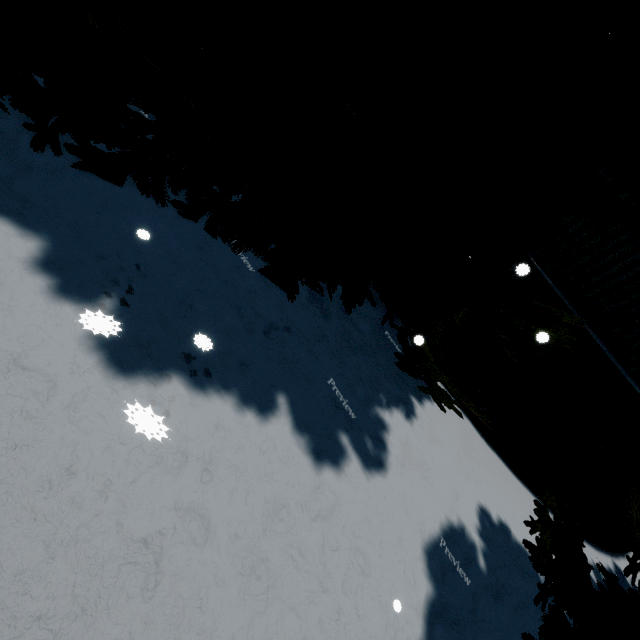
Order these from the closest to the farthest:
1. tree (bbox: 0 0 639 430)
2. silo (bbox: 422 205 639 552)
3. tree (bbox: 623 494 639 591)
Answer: tree (bbox: 0 0 639 430), tree (bbox: 623 494 639 591), silo (bbox: 422 205 639 552)

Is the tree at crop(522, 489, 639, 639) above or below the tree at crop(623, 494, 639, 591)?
below

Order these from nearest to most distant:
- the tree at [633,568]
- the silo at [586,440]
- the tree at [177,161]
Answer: the tree at [177,161] → the tree at [633,568] → the silo at [586,440]

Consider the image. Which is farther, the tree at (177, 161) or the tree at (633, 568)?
the tree at (633, 568)

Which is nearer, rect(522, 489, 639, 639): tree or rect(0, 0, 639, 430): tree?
rect(0, 0, 639, 430): tree

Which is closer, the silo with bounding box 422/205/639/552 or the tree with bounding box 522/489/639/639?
the tree with bounding box 522/489/639/639

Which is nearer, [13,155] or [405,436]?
[13,155]
